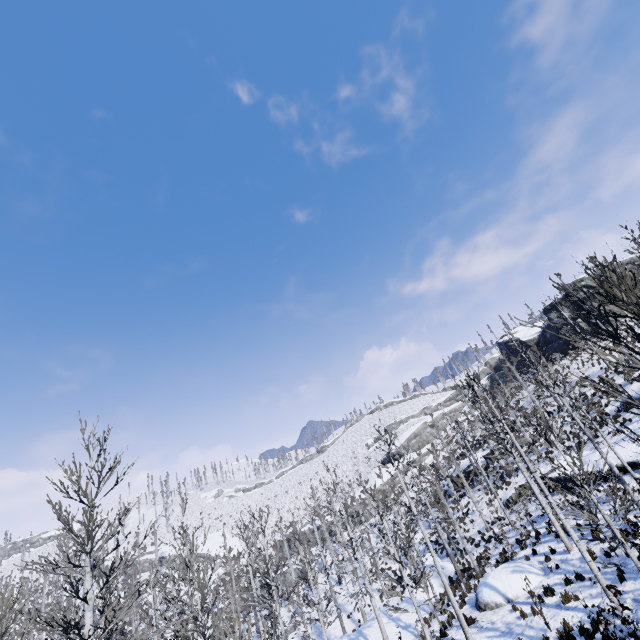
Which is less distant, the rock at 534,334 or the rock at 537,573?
the rock at 537,573

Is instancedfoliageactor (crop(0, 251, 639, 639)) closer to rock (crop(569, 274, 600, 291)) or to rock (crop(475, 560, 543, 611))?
rock (crop(475, 560, 543, 611))

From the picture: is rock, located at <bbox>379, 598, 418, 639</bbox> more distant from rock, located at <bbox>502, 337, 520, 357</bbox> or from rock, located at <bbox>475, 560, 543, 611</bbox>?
rock, located at <bbox>502, 337, 520, 357</bbox>

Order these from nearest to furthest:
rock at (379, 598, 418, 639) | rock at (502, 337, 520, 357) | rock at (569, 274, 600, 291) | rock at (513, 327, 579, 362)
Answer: rock at (379, 598, 418, 639), rock at (569, 274, 600, 291), rock at (513, 327, 579, 362), rock at (502, 337, 520, 357)

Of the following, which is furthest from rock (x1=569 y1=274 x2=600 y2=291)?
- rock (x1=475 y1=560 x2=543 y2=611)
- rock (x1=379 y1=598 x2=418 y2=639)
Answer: rock (x1=475 y1=560 x2=543 y2=611)

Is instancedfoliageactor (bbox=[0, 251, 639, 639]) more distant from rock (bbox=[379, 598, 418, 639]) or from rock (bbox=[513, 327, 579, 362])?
rock (bbox=[513, 327, 579, 362])

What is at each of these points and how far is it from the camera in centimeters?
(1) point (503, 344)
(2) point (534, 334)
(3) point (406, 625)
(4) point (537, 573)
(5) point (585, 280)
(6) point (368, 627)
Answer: (1) rock, 5938cm
(2) rock, 5153cm
(3) rock, 1970cm
(4) rock, 1555cm
(5) rock, 4169cm
(6) rock, 2064cm

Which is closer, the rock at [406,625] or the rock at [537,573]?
the rock at [537,573]
